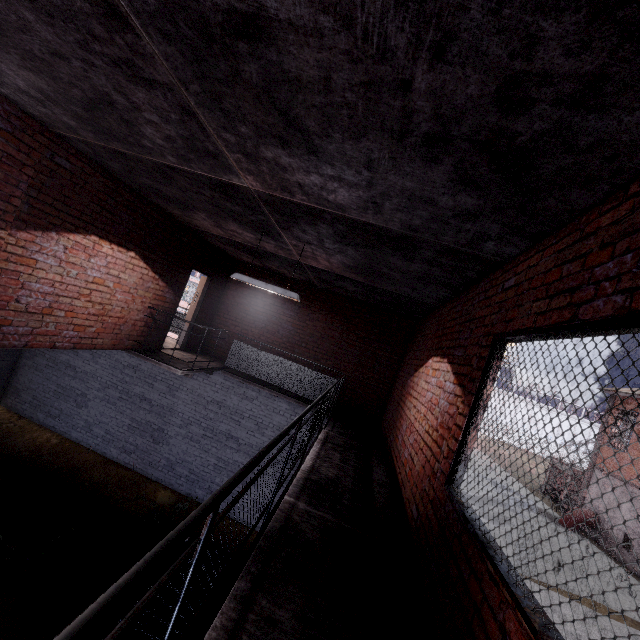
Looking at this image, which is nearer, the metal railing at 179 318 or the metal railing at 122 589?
the metal railing at 122 589

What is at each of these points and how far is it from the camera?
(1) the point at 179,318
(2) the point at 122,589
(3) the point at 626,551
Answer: (1) metal railing, 6.9m
(2) metal railing, 0.7m
(3) foundation, 16.9m

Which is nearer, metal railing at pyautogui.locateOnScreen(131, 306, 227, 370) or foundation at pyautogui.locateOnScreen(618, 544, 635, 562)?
metal railing at pyautogui.locateOnScreen(131, 306, 227, 370)

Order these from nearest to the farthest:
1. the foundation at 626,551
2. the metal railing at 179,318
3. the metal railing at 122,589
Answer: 1. the metal railing at 122,589
2. the metal railing at 179,318
3. the foundation at 626,551

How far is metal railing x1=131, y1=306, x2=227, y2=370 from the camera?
6.8m

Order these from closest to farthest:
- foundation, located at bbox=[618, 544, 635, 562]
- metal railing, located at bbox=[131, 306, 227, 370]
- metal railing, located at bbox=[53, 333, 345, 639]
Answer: metal railing, located at bbox=[53, 333, 345, 639] < metal railing, located at bbox=[131, 306, 227, 370] < foundation, located at bbox=[618, 544, 635, 562]

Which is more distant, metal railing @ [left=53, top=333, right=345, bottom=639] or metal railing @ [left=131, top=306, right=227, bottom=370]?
metal railing @ [left=131, top=306, right=227, bottom=370]
